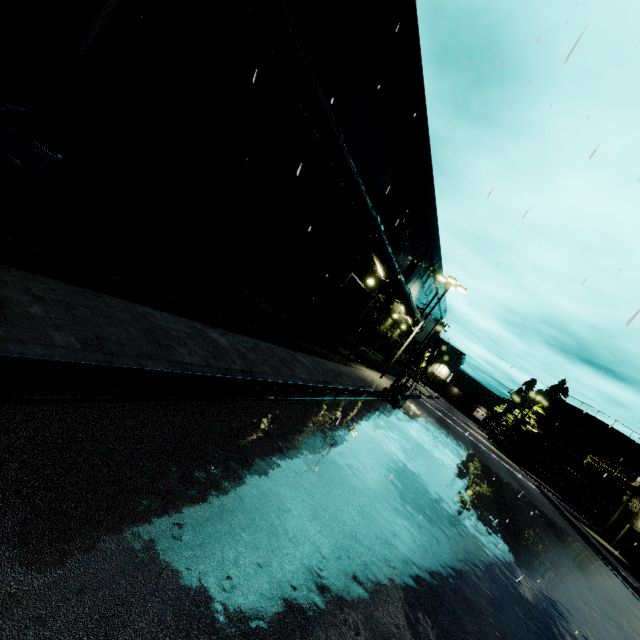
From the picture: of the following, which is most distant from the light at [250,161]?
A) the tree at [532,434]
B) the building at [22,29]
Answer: the tree at [532,434]

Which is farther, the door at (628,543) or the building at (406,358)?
the building at (406,358)

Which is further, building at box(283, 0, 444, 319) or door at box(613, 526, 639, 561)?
door at box(613, 526, 639, 561)

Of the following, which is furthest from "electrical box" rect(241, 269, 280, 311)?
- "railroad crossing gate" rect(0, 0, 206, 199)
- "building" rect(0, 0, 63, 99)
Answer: "railroad crossing gate" rect(0, 0, 206, 199)

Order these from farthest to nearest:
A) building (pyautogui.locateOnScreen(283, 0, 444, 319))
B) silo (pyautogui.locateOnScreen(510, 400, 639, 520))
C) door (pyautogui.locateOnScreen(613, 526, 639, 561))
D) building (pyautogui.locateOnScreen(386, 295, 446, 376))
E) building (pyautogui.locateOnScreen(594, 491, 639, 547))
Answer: silo (pyautogui.locateOnScreen(510, 400, 639, 520)) → building (pyautogui.locateOnScreen(386, 295, 446, 376)) → building (pyautogui.locateOnScreen(594, 491, 639, 547)) → door (pyautogui.locateOnScreen(613, 526, 639, 561)) → building (pyautogui.locateOnScreen(283, 0, 444, 319))

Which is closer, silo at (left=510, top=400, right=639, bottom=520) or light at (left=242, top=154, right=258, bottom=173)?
light at (left=242, top=154, right=258, bottom=173)

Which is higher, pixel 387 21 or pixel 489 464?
pixel 387 21

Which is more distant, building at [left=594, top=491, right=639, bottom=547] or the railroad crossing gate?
building at [left=594, top=491, right=639, bottom=547]
